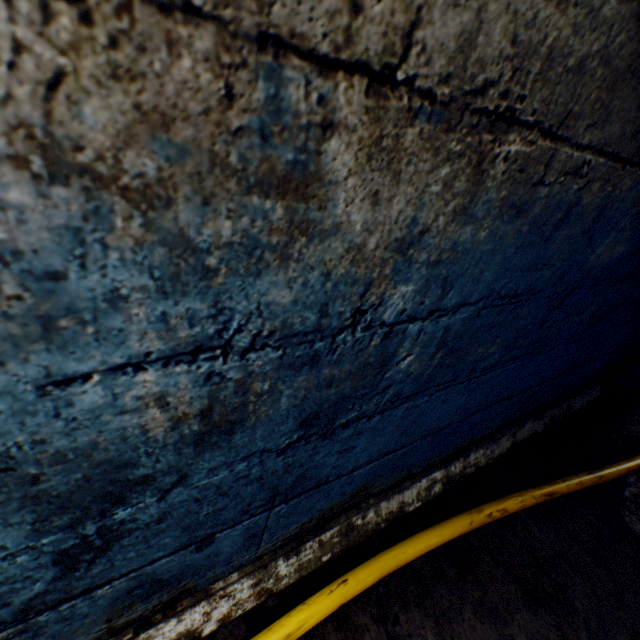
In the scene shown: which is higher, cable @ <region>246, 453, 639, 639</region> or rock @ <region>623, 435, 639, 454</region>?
cable @ <region>246, 453, 639, 639</region>

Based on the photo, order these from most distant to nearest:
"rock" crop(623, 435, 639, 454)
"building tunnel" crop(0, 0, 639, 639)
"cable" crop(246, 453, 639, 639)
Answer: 1. "rock" crop(623, 435, 639, 454)
2. "cable" crop(246, 453, 639, 639)
3. "building tunnel" crop(0, 0, 639, 639)

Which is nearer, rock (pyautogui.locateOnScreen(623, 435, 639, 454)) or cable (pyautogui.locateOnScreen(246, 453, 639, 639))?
cable (pyautogui.locateOnScreen(246, 453, 639, 639))

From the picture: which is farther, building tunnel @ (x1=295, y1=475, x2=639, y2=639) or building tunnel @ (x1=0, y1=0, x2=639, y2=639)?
building tunnel @ (x1=295, y1=475, x2=639, y2=639)

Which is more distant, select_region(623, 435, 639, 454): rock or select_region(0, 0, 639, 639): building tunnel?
select_region(623, 435, 639, 454): rock

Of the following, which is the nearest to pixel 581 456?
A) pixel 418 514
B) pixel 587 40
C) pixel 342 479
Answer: pixel 418 514

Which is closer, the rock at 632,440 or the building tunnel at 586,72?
the building tunnel at 586,72

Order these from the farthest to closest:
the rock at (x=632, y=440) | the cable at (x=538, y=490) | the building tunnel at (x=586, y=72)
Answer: the rock at (x=632, y=440), the cable at (x=538, y=490), the building tunnel at (x=586, y=72)
